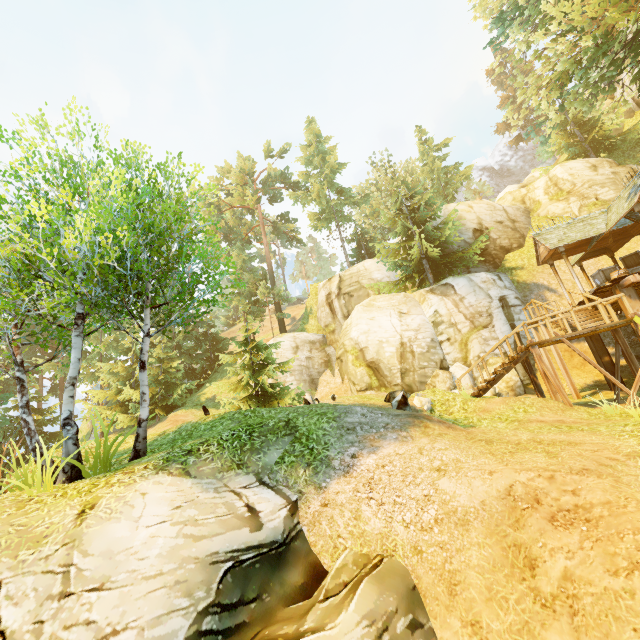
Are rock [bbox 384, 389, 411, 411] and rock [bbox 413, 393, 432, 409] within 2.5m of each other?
yes

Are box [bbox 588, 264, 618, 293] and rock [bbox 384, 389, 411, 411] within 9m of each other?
no

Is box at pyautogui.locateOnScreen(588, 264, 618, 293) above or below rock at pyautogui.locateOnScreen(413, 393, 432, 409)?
above

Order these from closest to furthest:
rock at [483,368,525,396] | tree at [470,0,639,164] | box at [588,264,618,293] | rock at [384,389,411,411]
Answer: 1. rock at [384,389,411,411]
2. tree at [470,0,639,164]
3. rock at [483,368,525,396]
4. box at [588,264,618,293]

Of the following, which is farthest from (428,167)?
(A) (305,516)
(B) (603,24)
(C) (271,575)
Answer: (C) (271,575)

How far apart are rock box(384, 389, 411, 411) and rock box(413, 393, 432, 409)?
0.34m

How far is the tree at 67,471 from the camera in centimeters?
672cm

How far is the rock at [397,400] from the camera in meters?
10.9
